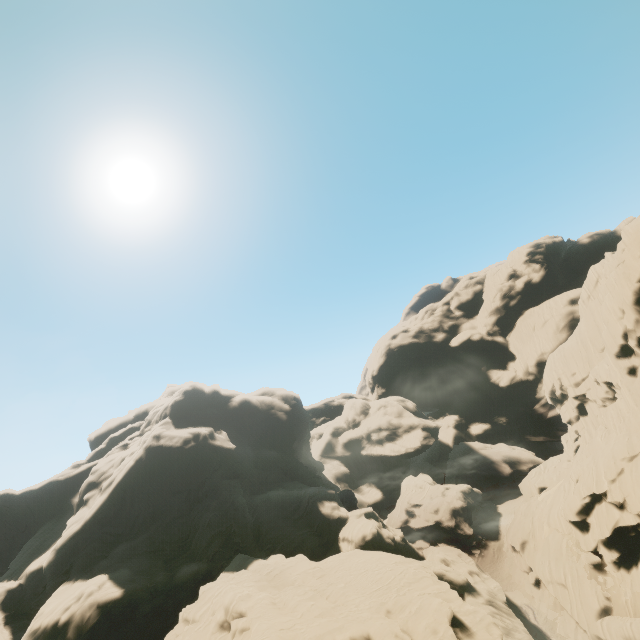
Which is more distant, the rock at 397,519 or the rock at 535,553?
the rock at 535,553

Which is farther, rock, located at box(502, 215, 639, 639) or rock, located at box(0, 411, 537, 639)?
rock, located at box(502, 215, 639, 639)

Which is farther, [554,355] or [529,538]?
[554,355]
